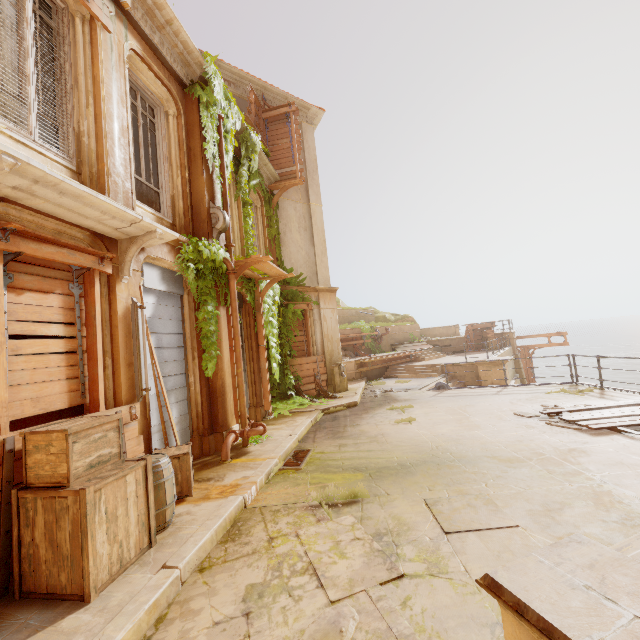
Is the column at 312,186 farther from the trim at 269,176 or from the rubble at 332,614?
the rubble at 332,614

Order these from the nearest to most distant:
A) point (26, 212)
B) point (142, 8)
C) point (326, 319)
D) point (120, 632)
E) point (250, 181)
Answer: point (120, 632)
point (26, 212)
point (142, 8)
point (250, 181)
point (326, 319)

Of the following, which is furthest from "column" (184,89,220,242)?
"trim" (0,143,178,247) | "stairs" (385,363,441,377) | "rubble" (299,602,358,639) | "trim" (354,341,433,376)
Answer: "trim" (354,341,433,376)

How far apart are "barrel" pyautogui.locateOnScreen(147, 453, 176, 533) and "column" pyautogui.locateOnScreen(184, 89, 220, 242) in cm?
468

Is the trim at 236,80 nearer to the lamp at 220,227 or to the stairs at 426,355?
the lamp at 220,227

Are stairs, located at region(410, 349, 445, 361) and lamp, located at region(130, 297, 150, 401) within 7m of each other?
no

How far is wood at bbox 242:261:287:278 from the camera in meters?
8.6

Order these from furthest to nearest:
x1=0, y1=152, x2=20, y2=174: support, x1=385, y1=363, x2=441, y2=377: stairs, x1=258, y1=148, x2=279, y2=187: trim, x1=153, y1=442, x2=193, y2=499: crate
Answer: x1=385, y1=363, x2=441, y2=377: stairs → x1=258, y1=148, x2=279, y2=187: trim → x1=153, y1=442, x2=193, y2=499: crate → x1=0, y1=152, x2=20, y2=174: support
